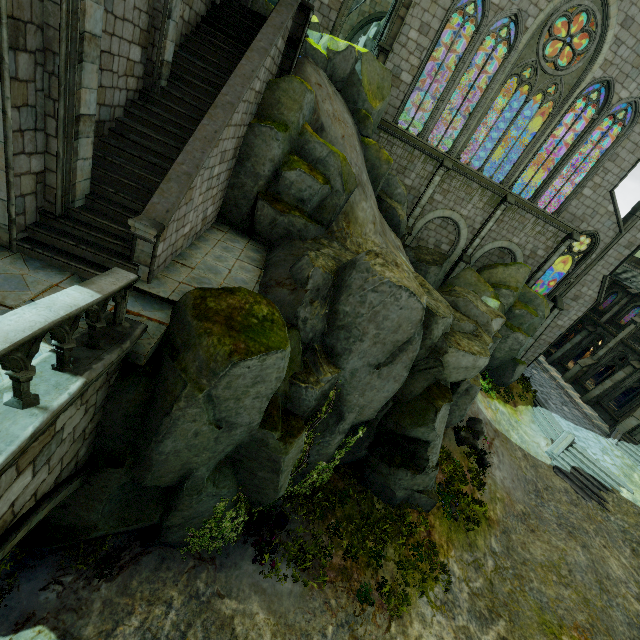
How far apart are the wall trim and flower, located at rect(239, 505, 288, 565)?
27.8m

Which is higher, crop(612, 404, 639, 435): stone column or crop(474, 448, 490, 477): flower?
crop(612, 404, 639, 435): stone column

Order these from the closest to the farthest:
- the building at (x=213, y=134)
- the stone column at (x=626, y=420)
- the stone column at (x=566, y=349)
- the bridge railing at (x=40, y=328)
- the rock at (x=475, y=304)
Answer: the bridge railing at (x=40, y=328) < the building at (x=213, y=134) < the rock at (x=475, y=304) < the stone column at (x=626, y=420) < the stone column at (x=566, y=349)

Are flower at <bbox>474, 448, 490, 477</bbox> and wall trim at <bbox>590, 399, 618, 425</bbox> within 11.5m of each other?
no

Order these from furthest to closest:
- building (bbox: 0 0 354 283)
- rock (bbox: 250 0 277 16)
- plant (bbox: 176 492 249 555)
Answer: rock (bbox: 250 0 277 16)
plant (bbox: 176 492 249 555)
building (bbox: 0 0 354 283)

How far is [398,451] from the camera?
12.2 meters

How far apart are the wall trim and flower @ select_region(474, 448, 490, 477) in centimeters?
1683cm

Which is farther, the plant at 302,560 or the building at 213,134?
the plant at 302,560
